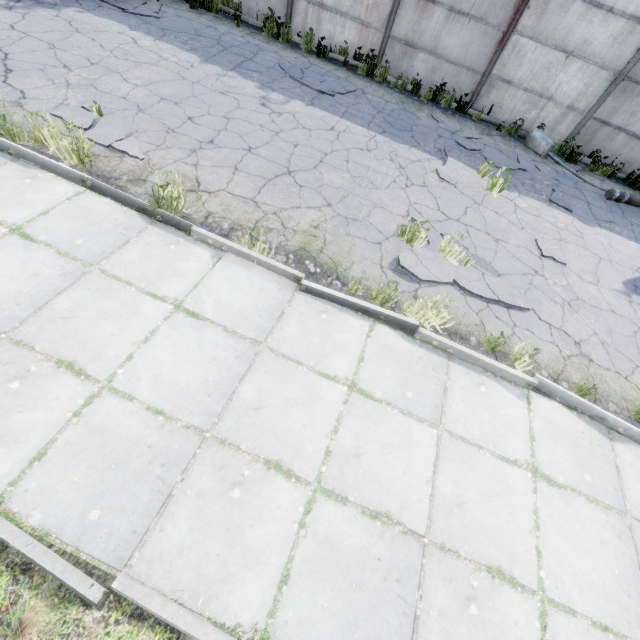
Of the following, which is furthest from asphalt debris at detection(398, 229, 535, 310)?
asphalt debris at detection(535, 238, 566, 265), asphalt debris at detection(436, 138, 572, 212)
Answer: asphalt debris at detection(436, 138, 572, 212)

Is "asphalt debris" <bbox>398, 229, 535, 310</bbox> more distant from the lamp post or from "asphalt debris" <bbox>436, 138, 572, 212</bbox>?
the lamp post

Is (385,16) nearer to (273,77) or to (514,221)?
(273,77)

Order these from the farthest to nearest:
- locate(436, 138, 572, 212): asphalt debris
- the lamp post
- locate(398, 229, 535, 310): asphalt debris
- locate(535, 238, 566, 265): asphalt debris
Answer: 1. the lamp post
2. locate(436, 138, 572, 212): asphalt debris
3. locate(535, 238, 566, 265): asphalt debris
4. locate(398, 229, 535, 310): asphalt debris

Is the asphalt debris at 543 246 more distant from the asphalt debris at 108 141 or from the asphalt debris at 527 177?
the asphalt debris at 108 141

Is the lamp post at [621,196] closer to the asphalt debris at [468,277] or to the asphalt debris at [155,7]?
the asphalt debris at [468,277]

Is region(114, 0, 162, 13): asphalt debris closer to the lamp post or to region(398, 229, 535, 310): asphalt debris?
region(398, 229, 535, 310): asphalt debris

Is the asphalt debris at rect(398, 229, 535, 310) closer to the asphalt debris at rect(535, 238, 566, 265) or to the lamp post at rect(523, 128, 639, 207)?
the asphalt debris at rect(535, 238, 566, 265)
